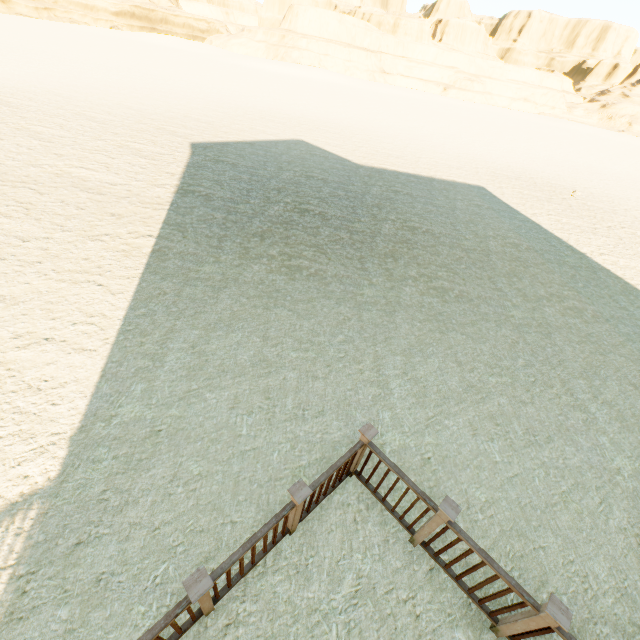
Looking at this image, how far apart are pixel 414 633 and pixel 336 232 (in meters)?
8.73
